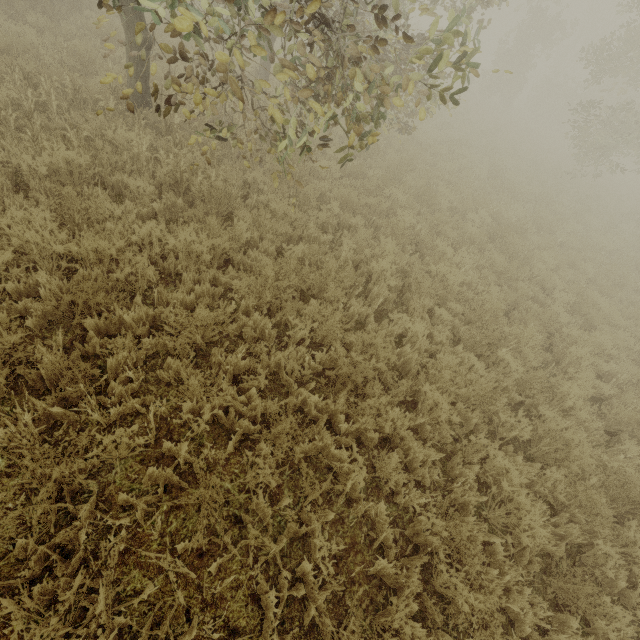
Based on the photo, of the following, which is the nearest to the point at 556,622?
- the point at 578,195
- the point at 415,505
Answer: the point at 415,505

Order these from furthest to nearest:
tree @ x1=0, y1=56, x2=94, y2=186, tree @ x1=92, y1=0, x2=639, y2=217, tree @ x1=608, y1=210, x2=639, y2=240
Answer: tree @ x1=608, y1=210, x2=639, y2=240
tree @ x1=0, y1=56, x2=94, y2=186
tree @ x1=92, y1=0, x2=639, y2=217

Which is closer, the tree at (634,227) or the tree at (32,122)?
the tree at (32,122)

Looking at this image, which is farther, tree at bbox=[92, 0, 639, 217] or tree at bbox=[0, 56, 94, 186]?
tree at bbox=[0, 56, 94, 186]

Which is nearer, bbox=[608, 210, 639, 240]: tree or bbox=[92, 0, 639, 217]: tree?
bbox=[92, 0, 639, 217]: tree
